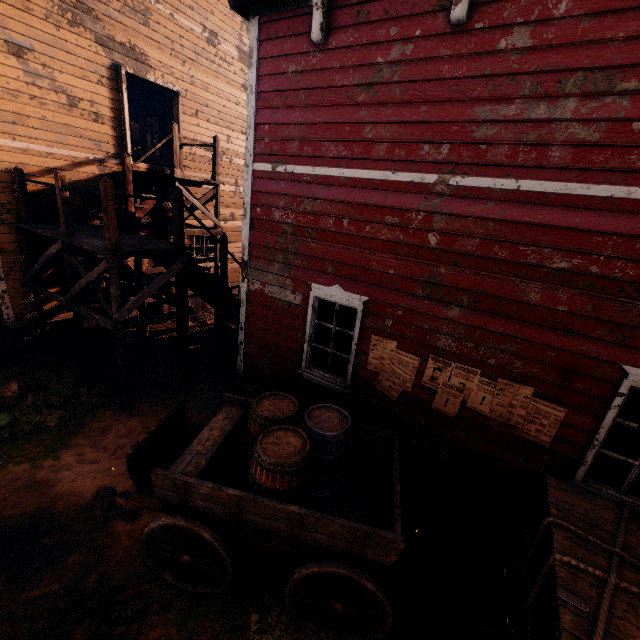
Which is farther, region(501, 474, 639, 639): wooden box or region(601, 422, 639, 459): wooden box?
region(601, 422, 639, 459): wooden box

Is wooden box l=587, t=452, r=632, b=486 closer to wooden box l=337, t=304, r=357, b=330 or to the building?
the building

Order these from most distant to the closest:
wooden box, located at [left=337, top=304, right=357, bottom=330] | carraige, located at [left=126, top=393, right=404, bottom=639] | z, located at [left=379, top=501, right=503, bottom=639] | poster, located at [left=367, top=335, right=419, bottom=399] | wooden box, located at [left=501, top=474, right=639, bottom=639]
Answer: wooden box, located at [left=337, top=304, right=357, bottom=330] < poster, located at [left=367, top=335, right=419, bottom=399] < z, located at [left=379, top=501, right=503, bottom=639] < carraige, located at [left=126, top=393, right=404, bottom=639] < wooden box, located at [left=501, top=474, right=639, bottom=639]

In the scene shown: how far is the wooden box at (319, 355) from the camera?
5.9 meters

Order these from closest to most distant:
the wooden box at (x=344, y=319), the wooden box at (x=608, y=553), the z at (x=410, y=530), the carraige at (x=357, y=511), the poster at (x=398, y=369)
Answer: the wooden box at (x=608, y=553) < the carraige at (x=357, y=511) < the z at (x=410, y=530) < the poster at (x=398, y=369) < the wooden box at (x=344, y=319)

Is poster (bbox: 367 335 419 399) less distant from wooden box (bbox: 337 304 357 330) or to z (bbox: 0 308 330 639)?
wooden box (bbox: 337 304 357 330)

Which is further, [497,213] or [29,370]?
[29,370]

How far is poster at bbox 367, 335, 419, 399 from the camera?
4.66m
